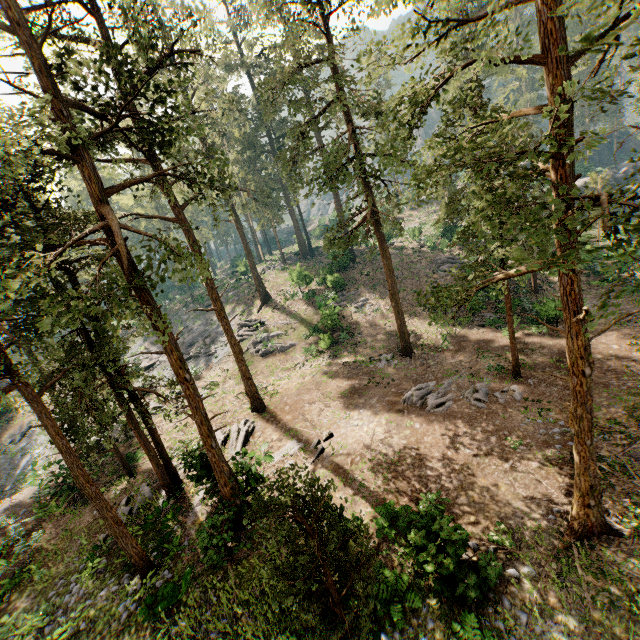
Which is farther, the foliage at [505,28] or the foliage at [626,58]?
the foliage at [505,28]

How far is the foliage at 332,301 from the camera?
30.58m

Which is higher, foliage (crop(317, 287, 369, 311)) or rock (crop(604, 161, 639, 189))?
rock (crop(604, 161, 639, 189))

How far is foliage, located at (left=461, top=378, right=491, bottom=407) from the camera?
17.08m

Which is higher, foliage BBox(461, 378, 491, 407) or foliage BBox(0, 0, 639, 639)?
foliage BBox(0, 0, 639, 639)

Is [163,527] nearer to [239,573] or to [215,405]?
[239,573]
